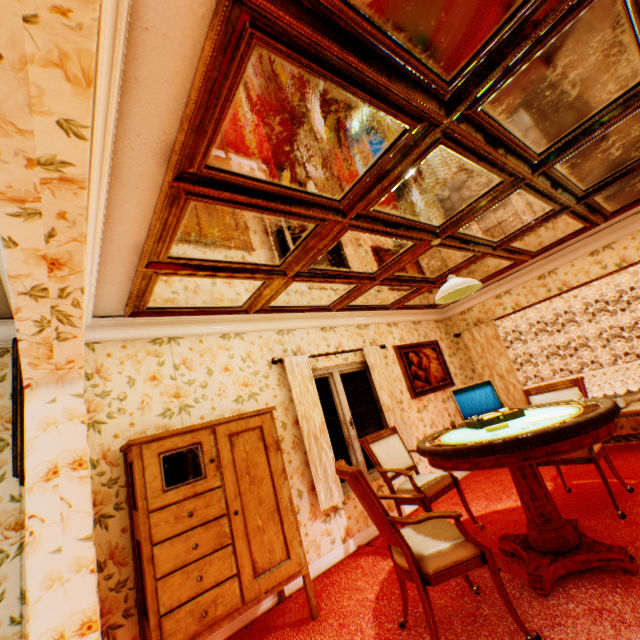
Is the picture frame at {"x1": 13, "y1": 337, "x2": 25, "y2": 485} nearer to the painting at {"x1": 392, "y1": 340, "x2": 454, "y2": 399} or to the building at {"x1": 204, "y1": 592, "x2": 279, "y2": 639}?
the building at {"x1": 204, "y1": 592, "x2": 279, "y2": 639}

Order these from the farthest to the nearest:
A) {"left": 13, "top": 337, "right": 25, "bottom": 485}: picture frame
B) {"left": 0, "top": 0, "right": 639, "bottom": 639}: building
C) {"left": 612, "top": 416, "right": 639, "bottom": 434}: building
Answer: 1. {"left": 612, "top": 416, "right": 639, "bottom": 434}: building
2. {"left": 13, "top": 337, "right": 25, "bottom": 485}: picture frame
3. {"left": 0, "top": 0, "right": 639, "bottom": 639}: building

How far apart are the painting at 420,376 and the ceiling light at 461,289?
2.4 meters

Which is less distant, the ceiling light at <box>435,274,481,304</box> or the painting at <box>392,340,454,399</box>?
the ceiling light at <box>435,274,481,304</box>

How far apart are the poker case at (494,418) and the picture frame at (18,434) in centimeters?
347cm

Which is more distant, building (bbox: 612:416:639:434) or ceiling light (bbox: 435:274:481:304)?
building (bbox: 612:416:639:434)

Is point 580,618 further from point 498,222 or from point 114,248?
point 114,248

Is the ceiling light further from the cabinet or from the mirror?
the cabinet
